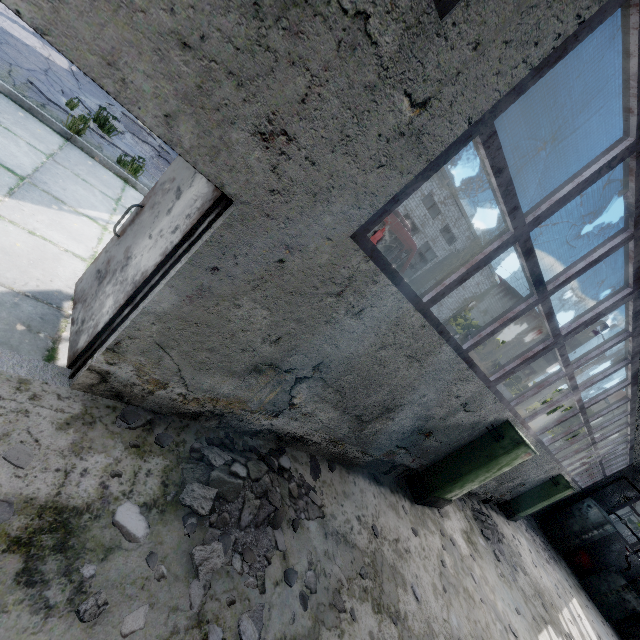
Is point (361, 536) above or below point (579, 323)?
below

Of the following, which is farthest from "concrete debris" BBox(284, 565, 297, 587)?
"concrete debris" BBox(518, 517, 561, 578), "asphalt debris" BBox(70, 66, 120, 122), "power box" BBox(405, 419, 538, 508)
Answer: "concrete debris" BBox(518, 517, 561, 578)

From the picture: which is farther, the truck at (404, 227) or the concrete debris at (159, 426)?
the truck at (404, 227)

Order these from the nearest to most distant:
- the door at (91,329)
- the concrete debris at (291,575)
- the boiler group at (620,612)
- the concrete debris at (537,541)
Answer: the door at (91,329) → the concrete debris at (291,575) → the concrete debris at (537,541) → the boiler group at (620,612)

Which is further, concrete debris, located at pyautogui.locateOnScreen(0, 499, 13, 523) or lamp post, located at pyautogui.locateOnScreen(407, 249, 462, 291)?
A: lamp post, located at pyautogui.locateOnScreen(407, 249, 462, 291)

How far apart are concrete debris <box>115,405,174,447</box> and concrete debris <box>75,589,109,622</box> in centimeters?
92cm

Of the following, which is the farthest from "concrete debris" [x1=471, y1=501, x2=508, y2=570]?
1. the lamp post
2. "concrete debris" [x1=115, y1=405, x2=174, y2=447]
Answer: "concrete debris" [x1=115, y1=405, x2=174, y2=447]

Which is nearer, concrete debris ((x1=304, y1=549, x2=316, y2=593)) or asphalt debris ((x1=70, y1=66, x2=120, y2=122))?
concrete debris ((x1=304, y1=549, x2=316, y2=593))
